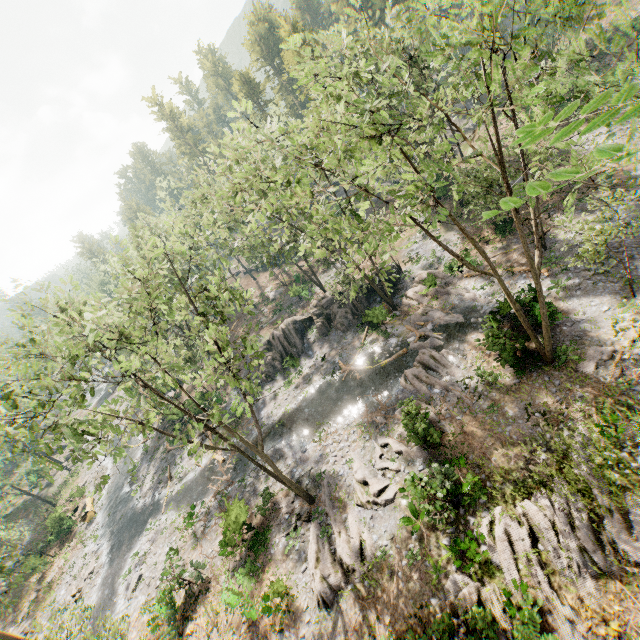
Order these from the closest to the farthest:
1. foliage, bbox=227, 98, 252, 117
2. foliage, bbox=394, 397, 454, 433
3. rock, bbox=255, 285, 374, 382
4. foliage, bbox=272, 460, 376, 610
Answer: foliage, bbox=227, 98, 252, 117
foliage, bbox=272, 460, 376, 610
foliage, bbox=394, 397, 454, 433
rock, bbox=255, 285, 374, 382

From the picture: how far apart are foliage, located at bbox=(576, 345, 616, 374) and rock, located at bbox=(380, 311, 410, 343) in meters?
11.6

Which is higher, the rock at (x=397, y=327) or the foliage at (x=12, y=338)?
the foliage at (x=12, y=338)

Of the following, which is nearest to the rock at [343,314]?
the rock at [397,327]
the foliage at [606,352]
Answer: the rock at [397,327]

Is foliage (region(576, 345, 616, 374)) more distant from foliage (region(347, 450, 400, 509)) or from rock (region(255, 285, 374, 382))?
rock (region(255, 285, 374, 382))

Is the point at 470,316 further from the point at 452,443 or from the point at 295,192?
the point at 295,192

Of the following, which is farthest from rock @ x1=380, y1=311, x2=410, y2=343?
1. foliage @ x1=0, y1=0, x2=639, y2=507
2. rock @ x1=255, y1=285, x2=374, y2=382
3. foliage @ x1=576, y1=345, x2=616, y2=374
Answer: foliage @ x1=576, y1=345, x2=616, y2=374

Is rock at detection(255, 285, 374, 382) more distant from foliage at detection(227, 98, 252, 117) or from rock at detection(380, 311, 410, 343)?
rock at detection(380, 311, 410, 343)
